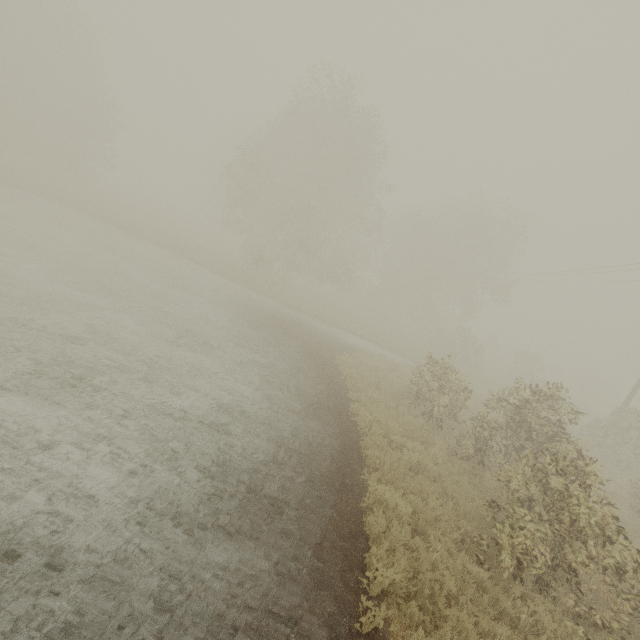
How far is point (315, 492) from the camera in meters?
7.3 m

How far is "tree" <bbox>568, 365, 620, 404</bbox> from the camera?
44.7m

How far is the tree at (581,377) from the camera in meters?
44.7 m
